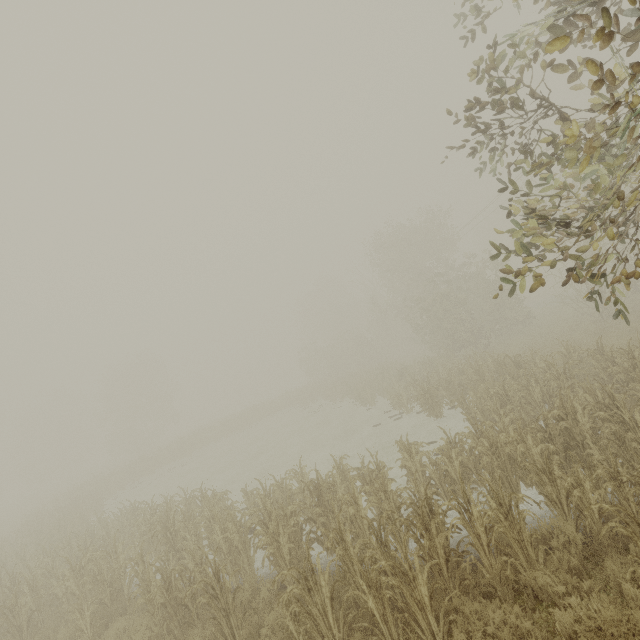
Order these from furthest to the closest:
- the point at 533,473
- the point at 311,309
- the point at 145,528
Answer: the point at 311,309
the point at 145,528
the point at 533,473
